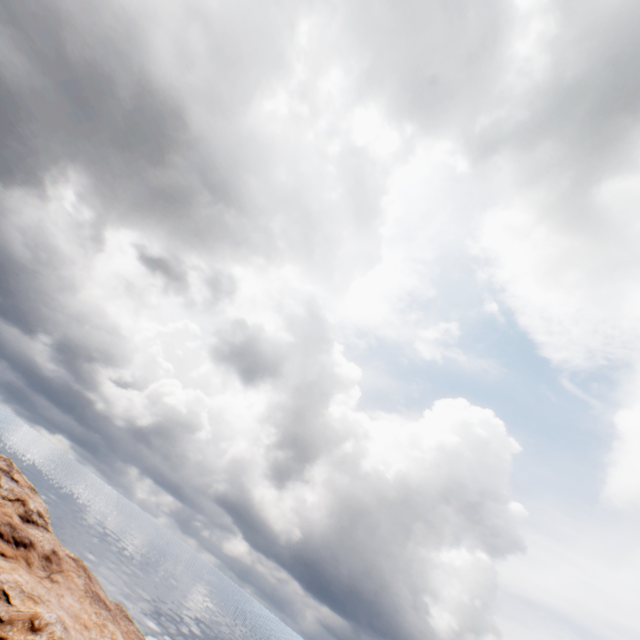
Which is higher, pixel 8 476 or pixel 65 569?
pixel 8 476
